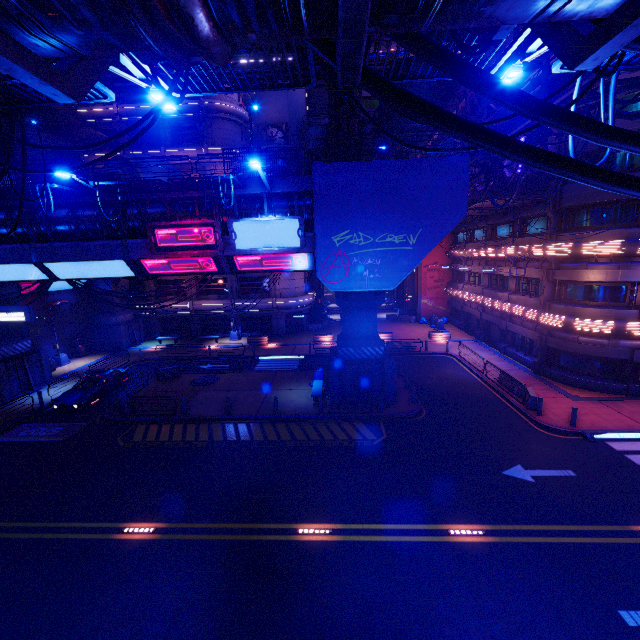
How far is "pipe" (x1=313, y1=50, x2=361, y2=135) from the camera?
21.6 meters

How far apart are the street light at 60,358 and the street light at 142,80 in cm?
3022

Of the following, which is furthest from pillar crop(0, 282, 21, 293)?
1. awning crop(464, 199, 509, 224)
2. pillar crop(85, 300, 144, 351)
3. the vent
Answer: awning crop(464, 199, 509, 224)

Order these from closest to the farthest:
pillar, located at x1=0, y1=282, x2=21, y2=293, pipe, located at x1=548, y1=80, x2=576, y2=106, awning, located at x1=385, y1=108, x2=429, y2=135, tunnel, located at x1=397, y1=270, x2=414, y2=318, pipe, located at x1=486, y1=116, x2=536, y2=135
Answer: pipe, located at x1=548, y1=80, x2=576, y2=106 < pipe, located at x1=486, y1=116, x2=536, y2=135 < pillar, located at x1=0, y1=282, x2=21, y2=293 < awning, located at x1=385, y1=108, x2=429, y2=135 < tunnel, located at x1=397, y1=270, x2=414, y2=318

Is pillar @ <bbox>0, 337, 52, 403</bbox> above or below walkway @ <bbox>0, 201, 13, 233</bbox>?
below

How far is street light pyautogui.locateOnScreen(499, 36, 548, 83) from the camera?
5.68m

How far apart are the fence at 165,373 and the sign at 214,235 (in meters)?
12.09

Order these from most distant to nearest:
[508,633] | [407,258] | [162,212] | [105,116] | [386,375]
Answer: [105,116] → [386,375] → [162,212] → [407,258] → [508,633]
